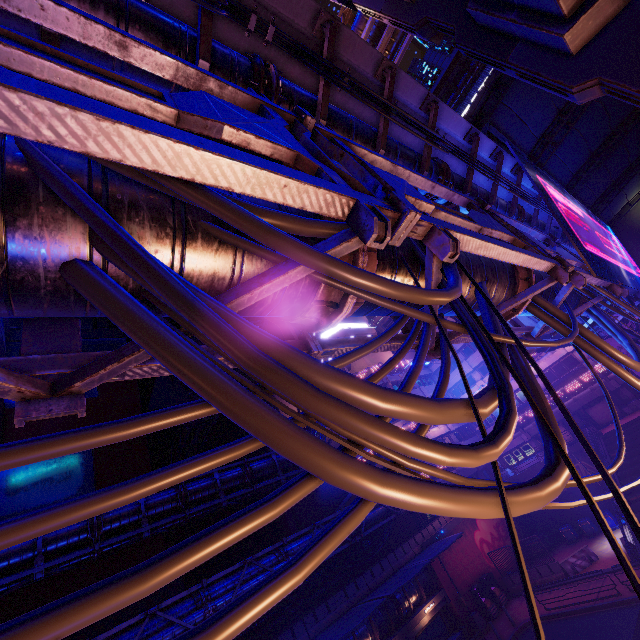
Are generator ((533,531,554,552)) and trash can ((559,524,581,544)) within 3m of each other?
yes

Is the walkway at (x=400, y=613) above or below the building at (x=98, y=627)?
below

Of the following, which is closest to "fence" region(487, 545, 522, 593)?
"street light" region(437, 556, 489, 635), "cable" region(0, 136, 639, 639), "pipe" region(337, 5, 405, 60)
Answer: "street light" region(437, 556, 489, 635)

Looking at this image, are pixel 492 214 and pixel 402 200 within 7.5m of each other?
yes

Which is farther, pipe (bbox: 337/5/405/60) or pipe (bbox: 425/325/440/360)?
pipe (bbox: 337/5/405/60)

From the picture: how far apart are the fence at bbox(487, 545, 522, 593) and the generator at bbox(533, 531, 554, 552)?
5.1m

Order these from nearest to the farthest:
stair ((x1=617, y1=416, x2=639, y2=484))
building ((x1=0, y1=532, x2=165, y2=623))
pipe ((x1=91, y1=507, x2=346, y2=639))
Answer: pipe ((x1=91, y1=507, x2=346, y2=639)), building ((x1=0, y1=532, x2=165, y2=623)), stair ((x1=617, y1=416, x2=639, y2=484))

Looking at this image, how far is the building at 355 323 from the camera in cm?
4366
